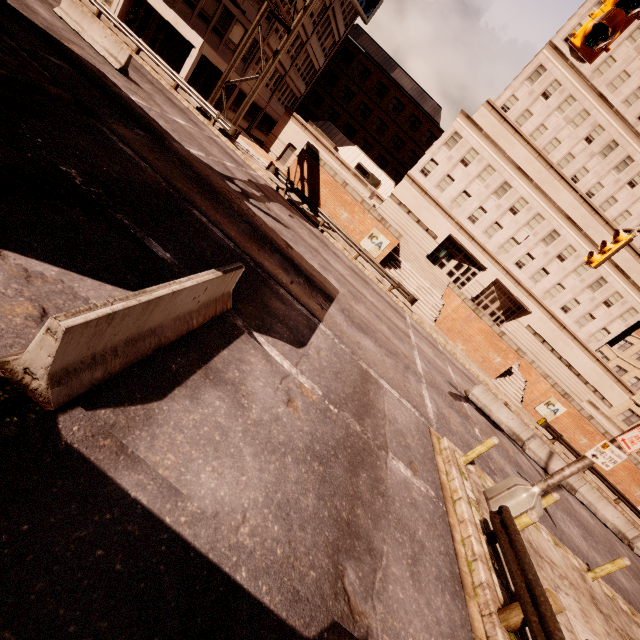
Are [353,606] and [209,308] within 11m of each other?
yes

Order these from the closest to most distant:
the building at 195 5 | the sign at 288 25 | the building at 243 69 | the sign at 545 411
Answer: the sign at 288 25 → the building at 195 5 → the sign at 545 411 → the building at 243 69

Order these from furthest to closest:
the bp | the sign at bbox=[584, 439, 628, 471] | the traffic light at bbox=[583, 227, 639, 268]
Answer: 1. the bp
2. the traffic light at bbox=[583, 227, 639, 268]
3. the sign at bbox=[584, 439, 628, 471]

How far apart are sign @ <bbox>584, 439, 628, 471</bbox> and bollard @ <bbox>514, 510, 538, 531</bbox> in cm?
209

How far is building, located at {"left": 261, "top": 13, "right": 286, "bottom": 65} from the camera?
28.4 meters

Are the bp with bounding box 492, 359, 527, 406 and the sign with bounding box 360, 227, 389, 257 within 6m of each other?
no

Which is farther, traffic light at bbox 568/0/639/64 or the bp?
the bp

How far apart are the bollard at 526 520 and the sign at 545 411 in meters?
24.9 m
